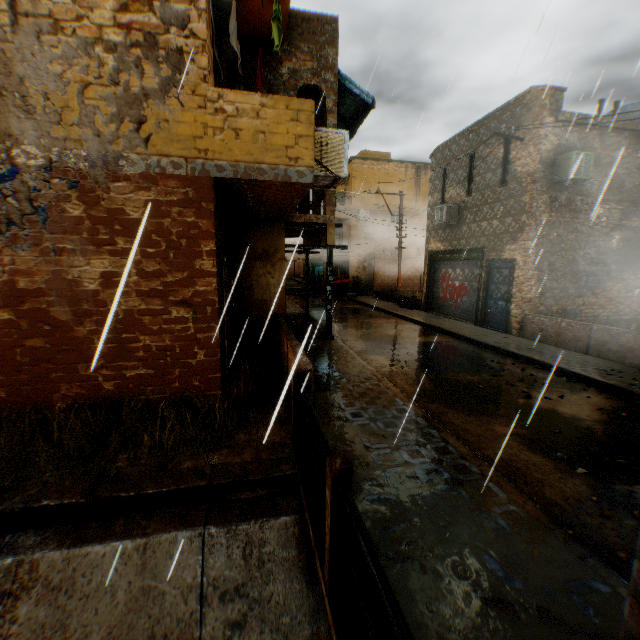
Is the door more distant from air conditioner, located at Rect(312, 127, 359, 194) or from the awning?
air conditioner, located at Rect(312, 127, 359, 194)

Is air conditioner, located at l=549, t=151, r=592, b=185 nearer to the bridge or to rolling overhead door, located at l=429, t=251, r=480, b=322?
rolling overhead door, located at l=429, t=251, r=480, b=322

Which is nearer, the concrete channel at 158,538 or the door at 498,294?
the concrete channel at 158,538

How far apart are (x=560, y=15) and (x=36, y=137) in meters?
11.4

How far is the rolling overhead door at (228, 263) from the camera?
5.9m

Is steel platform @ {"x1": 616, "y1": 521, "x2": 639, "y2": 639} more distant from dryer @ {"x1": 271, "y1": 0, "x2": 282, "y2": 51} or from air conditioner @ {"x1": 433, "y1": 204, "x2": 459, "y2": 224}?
dryer @ {"x1": 271, "y1": 0, "x2": 282, "y2": 51}

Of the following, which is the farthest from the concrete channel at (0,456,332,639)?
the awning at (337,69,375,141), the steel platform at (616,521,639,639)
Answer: the awning at (337,69,375,141)

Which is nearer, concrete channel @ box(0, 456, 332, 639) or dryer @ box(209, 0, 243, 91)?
concrete channel @ box(0, 456, 332, 639)
